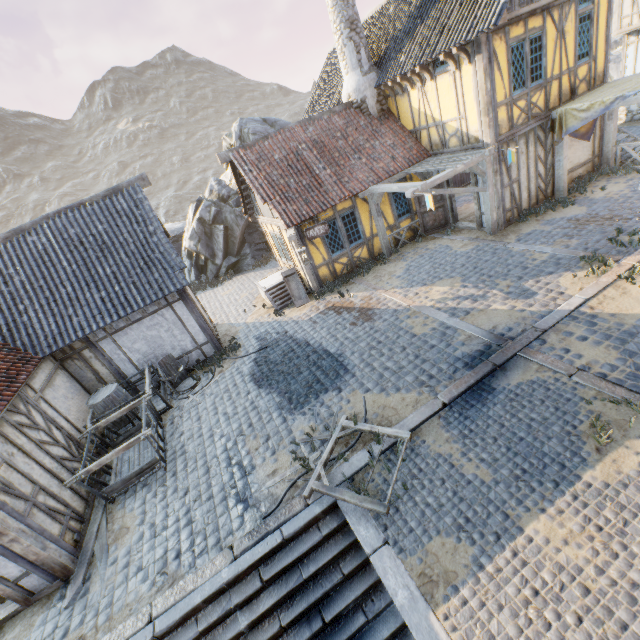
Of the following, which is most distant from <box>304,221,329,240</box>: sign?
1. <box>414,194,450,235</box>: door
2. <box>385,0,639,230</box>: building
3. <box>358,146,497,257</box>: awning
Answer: <box>414,194,450,235</box>: door

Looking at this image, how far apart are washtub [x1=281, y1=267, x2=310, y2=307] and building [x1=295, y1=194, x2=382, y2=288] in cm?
3

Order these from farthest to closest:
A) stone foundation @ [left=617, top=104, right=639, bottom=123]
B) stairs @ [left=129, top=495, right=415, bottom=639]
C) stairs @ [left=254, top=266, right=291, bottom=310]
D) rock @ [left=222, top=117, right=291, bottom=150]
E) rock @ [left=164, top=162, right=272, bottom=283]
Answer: rock @ [left=164, top=162, right=272, bottom=283] < rock @ [left=222, top=117, right=291, bottom=150] < stone foundation @ [left=617, top=104, right=639, bottom=123] < stairs @ [left=254, top=266, right=291, bottom=310] < stairs @ [left=129, top=495, right=415, bottom=639]

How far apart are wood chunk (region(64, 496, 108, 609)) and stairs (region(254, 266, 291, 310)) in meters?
7.2

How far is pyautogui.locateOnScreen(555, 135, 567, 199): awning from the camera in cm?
1109

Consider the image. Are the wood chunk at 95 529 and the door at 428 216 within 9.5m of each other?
no

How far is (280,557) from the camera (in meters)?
5.27

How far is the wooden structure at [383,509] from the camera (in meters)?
5.12
